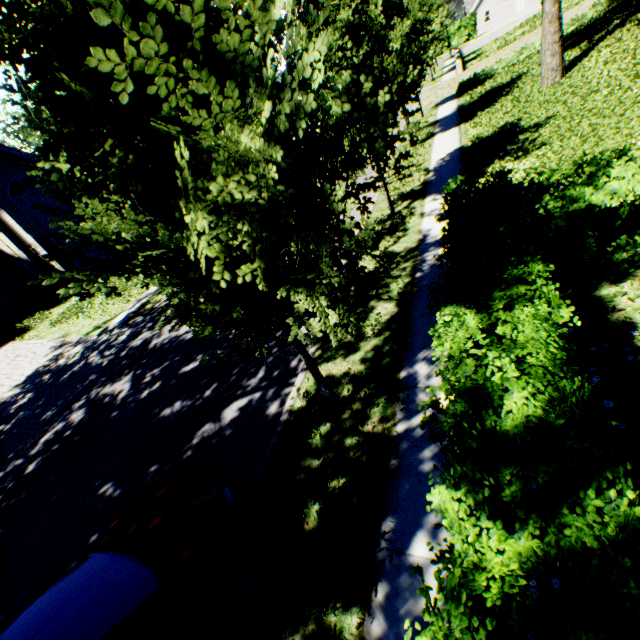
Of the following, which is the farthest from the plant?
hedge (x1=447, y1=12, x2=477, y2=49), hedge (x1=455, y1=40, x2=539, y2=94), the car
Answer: hedge (x1=447, y1=12, x2=477, y2=49)

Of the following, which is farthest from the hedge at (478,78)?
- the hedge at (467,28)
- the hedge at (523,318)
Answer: the hedge at (467,28)

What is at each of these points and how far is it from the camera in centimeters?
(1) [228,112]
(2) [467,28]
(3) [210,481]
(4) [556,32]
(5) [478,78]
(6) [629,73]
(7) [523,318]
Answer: (1) tree, 195cm
(2) hedge, 5178cm
(3) car, 427cm
(4) tree, 1234cm
(5) hedge, 2114cm
(6) plant, 1002cm
(7) hedge, 311cm

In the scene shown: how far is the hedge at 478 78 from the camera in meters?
19.5

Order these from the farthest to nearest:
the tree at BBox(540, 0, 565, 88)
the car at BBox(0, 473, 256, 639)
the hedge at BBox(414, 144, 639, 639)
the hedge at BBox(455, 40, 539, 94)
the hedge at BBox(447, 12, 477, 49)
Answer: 1. the hedge at BBox(447, 12, 477, 49)
2. the hedge at BBox(455, 40, 539, 94)
3. the tree at BBox(540, 0, 565, 88)
4. the car at BBox(0, 473, 256, 639)
5. the hedge at BBox(414, 144, 639, 639)

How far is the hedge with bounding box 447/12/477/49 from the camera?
51.2 meters

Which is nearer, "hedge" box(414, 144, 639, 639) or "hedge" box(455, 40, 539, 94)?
"hedge" box(414, 144, 639, 639)

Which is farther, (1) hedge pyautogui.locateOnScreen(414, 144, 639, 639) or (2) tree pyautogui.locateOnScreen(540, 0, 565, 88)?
(2) tree pyautogui.locateOnScreen(540, 0, 565, 88)
